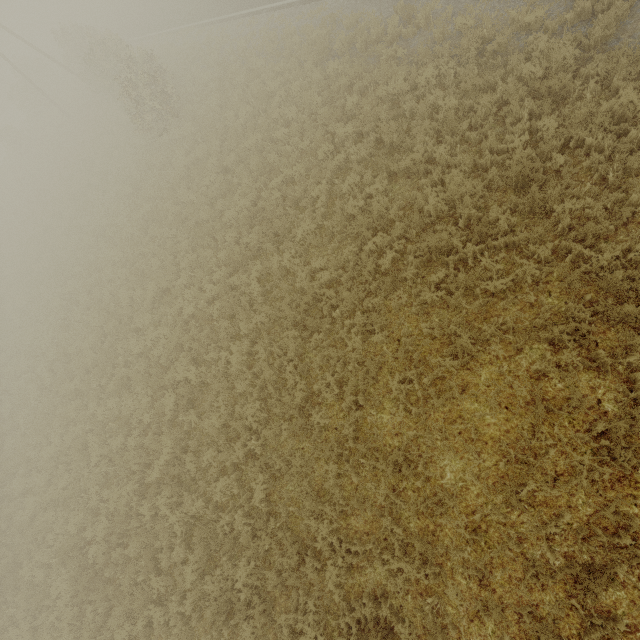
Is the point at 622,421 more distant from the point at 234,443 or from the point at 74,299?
the point at 74,299
